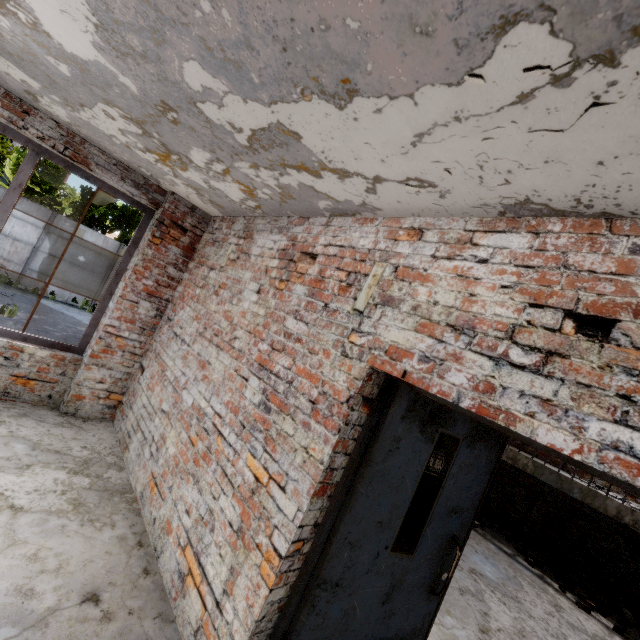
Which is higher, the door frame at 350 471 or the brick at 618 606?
the door frame at 350 471

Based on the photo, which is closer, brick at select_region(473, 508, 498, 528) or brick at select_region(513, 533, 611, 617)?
brick at select_region(513, 533, 611, 617)

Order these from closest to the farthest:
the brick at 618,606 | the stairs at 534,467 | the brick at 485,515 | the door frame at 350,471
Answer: the door frame at 350,471
the brick at 618,606
the stairs at 534,467
the brick at 485,515

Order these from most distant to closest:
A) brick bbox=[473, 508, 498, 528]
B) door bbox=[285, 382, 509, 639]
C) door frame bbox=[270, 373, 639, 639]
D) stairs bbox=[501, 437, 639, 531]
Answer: brick bbox=[473, 508, 498, 528], stairs bbox=[501, 437, 639, 531], door bbox=[285, 382, 509, 639], door frame bbox=[270, 373, 639, 639]

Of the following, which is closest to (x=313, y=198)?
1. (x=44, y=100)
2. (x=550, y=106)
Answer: (x=550, y=106)

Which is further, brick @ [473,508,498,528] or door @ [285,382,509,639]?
brick @ [473,508,498,528]

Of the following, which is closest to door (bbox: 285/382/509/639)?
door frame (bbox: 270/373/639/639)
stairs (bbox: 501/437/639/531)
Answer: door frame (bbox: 270/373/639/639)
